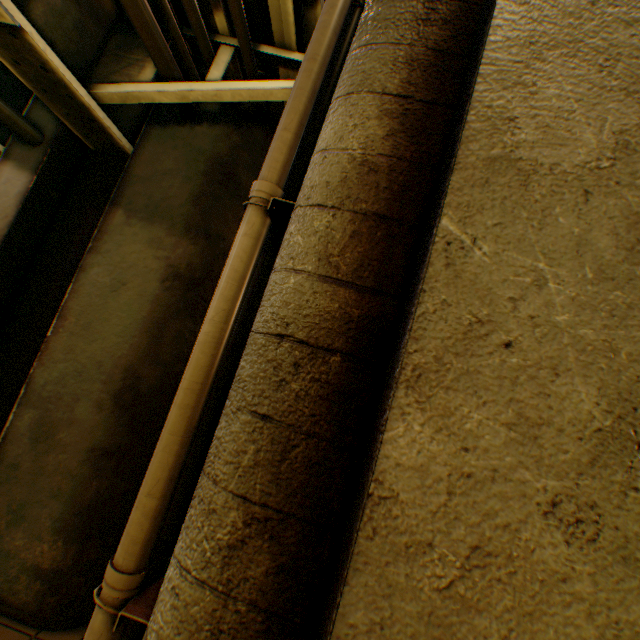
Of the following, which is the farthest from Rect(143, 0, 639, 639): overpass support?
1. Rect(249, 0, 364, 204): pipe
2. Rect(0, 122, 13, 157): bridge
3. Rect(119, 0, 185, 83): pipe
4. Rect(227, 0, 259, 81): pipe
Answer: Rect(0, 122, 13, 157): bridge

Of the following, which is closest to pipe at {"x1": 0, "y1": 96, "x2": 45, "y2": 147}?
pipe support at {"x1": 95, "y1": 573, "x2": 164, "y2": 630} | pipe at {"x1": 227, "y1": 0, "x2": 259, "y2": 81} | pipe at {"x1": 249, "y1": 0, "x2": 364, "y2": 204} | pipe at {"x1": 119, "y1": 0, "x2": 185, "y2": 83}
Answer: pipe at {"x1": 119, "y1": 0, "x2": 185, "y2": 83}

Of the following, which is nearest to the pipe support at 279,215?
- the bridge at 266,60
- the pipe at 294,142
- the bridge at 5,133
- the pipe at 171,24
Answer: the pipe at 294,142

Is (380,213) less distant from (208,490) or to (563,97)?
(563,97)

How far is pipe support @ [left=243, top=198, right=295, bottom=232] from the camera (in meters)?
2.13

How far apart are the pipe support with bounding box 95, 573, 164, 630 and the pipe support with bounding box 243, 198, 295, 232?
2.4m

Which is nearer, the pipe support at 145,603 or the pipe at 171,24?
the pipe support at 145,603

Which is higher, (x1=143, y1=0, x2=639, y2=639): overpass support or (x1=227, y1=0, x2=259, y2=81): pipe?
(x1=227, y1=0, x2=259, y2=81): pipe
